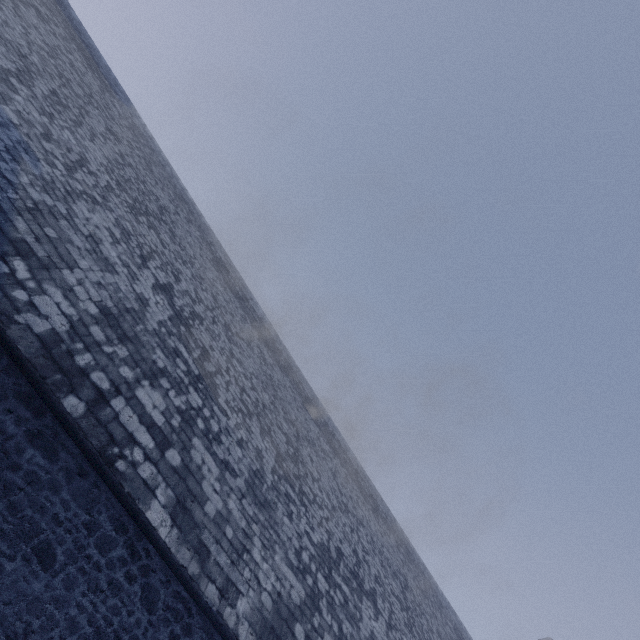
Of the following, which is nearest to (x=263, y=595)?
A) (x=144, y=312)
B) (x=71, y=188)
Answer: (x=144, y=312)
